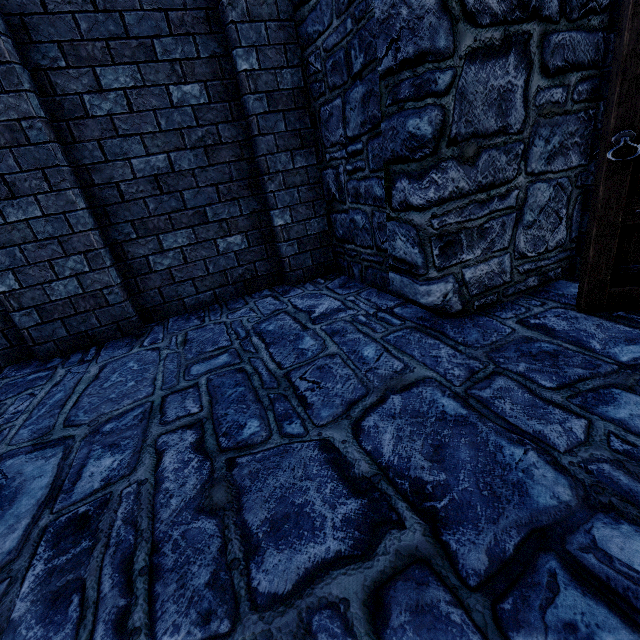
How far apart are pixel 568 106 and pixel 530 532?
2.6 meters
